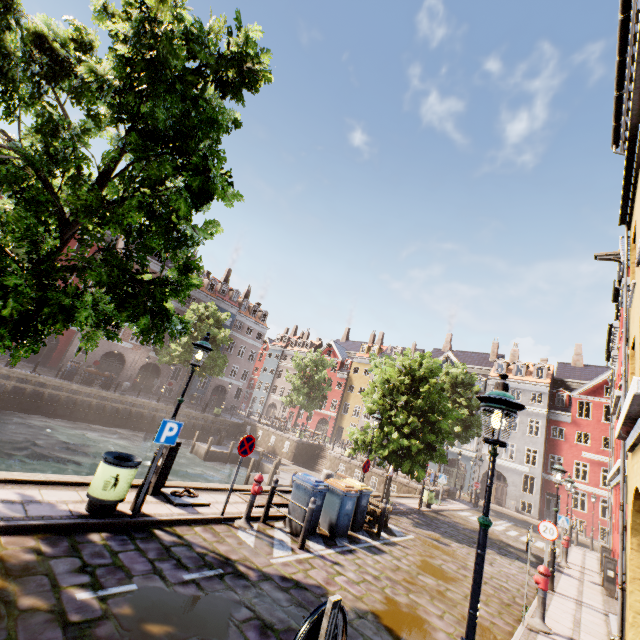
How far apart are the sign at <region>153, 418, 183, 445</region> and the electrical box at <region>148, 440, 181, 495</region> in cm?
136

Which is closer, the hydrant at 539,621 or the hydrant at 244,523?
the hydrant at 539,621

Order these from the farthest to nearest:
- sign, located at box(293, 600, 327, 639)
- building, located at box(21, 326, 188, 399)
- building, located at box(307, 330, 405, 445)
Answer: building, located at box(307, 330, 405, 445), building, located at box(21, 326, 188, 399), sign, located at box(293, 600, 327, 639)

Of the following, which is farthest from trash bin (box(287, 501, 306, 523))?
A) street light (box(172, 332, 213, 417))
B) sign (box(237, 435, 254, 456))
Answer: street light (box(172, 332, 213, 417))

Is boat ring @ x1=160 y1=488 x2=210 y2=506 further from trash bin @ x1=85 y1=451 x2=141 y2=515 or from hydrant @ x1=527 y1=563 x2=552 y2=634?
hydrant @ x1=527 y1=563 x2=552 y2=634

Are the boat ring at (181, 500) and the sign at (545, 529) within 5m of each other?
no

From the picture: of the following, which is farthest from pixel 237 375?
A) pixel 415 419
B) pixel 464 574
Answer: pixel 464 574

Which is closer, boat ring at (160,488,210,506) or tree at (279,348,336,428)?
boat ring at (160,488,210,506)
